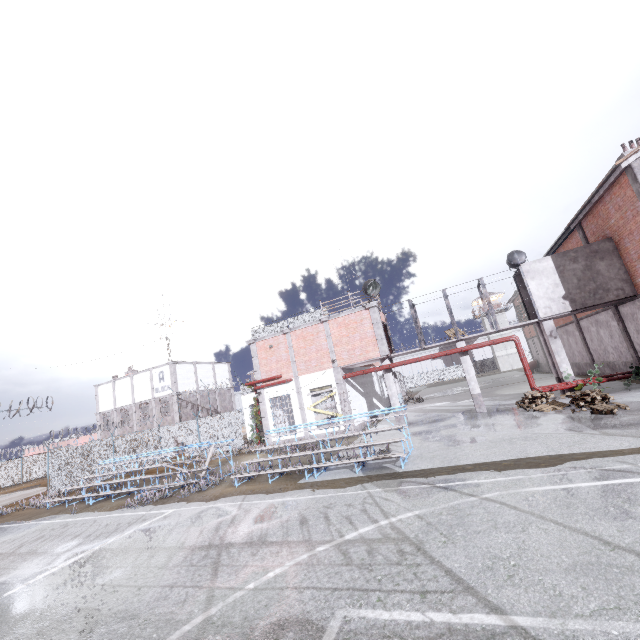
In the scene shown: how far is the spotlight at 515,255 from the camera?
18.7 meters

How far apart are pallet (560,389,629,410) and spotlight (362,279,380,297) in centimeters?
992cm

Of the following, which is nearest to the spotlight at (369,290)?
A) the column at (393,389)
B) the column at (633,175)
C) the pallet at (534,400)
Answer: the column at (393,389)

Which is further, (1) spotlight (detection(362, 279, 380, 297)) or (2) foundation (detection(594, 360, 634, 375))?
(1) spotlight (detection(362, 279, 380, 297))

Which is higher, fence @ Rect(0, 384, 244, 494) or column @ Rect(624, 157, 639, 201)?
column @ Rect(624, 157, 639, 201)

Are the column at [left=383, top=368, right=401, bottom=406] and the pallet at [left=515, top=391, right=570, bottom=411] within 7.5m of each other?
yes

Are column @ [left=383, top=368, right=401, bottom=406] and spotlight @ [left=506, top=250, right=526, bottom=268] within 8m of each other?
no

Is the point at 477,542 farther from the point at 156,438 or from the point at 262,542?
the point at 156,438
